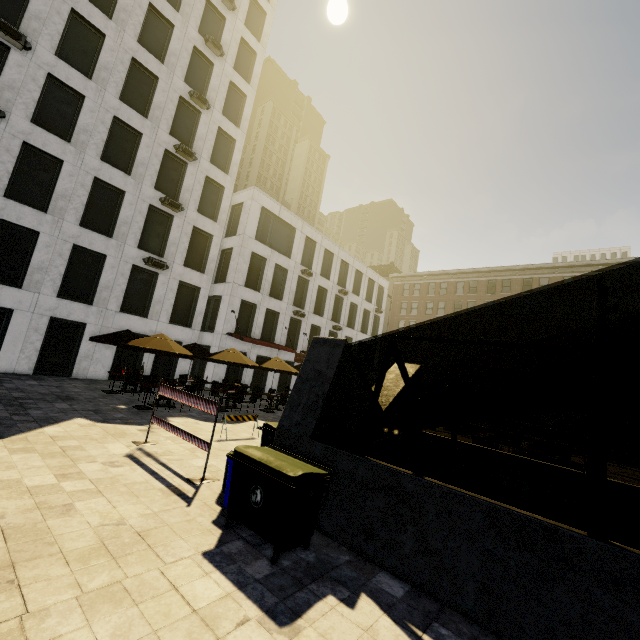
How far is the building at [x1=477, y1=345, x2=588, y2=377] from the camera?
35.2m

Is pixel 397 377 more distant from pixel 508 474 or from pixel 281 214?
pixel 281 214

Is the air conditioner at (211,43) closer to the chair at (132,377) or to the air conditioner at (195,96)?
the air conditioner at (195,96)

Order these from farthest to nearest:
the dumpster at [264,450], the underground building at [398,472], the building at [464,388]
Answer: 1. the building at [464,388]
2. the dumpster at [264,450]
3. the underground building at [398,472]

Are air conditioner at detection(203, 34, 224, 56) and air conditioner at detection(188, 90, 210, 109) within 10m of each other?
yes

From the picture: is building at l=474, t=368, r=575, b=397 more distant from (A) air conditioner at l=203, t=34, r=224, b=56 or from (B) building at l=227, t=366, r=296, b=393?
(A) air conditioner at l=203, t=34, r=224, b=56

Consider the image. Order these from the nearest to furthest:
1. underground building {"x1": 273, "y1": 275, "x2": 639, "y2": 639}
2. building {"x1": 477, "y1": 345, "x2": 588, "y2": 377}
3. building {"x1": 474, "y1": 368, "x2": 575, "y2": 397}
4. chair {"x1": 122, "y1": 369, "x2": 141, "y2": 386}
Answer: underground building {"x1": 273, "y1": 275, "x2": 639, "y2": 639}
chair {"x1": 122, "y1": 369, "x2": 141, "y2": 386}
building {"x1": 477, "y1": 345, "x2": 588, "y2": 377}
building {"x1": 474, "y1": 368, "x2": 575, "y2": 397}

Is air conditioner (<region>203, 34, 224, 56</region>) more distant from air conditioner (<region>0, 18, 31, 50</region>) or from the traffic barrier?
the traffic barrier
